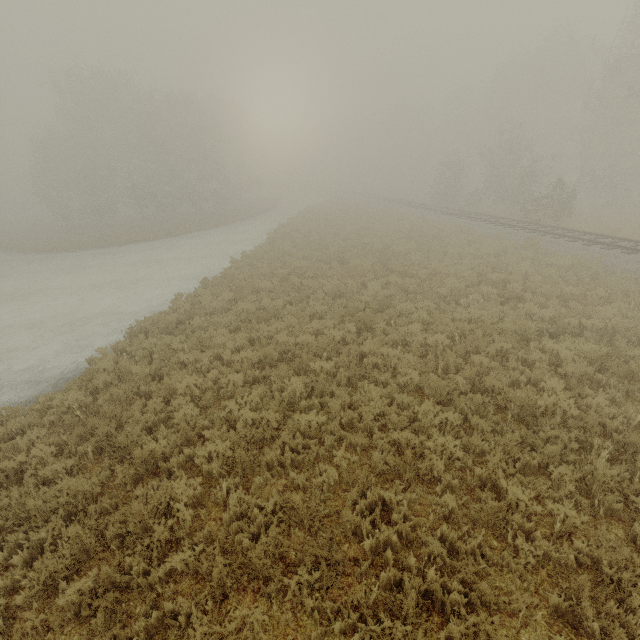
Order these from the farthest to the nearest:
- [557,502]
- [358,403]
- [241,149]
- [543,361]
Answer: [241,149], [543,361], [358,403], [557,502]
